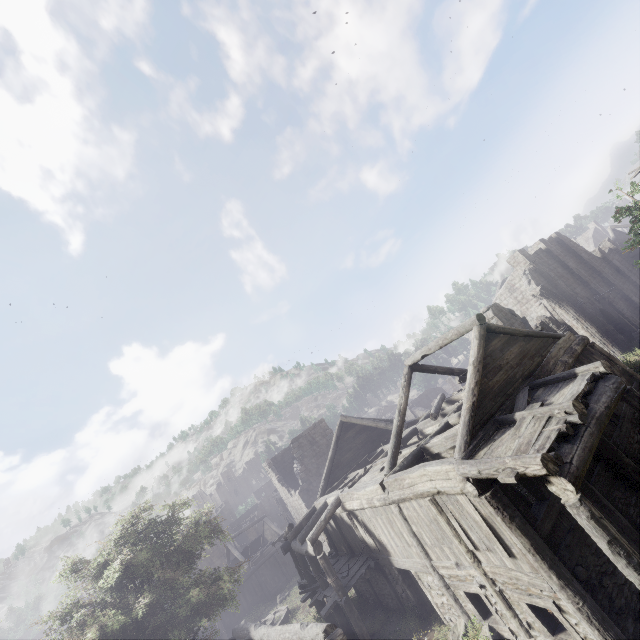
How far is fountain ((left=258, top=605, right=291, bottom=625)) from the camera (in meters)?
22.61

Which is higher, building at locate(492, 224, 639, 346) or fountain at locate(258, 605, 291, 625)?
building at locate(492, 224, 639, 346)

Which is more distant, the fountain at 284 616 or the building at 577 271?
the building at 577 271

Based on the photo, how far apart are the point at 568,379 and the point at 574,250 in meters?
30.5 m

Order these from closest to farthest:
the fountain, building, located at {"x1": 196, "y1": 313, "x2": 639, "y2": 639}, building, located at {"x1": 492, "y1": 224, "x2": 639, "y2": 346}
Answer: building, located at {"x1": 196, "y1": 313, "x2": 639, "y2": 639} < the fountain < building, located at {"x1": 492, "y1": 224, "x2": 639, "y2": 346}

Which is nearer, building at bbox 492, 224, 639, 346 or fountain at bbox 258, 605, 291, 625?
fountain at bbox 258, 605, 291, 625

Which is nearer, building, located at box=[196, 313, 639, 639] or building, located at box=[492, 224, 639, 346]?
building, located at box=[196, 313, 639, 639]

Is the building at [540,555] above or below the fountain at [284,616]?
above
